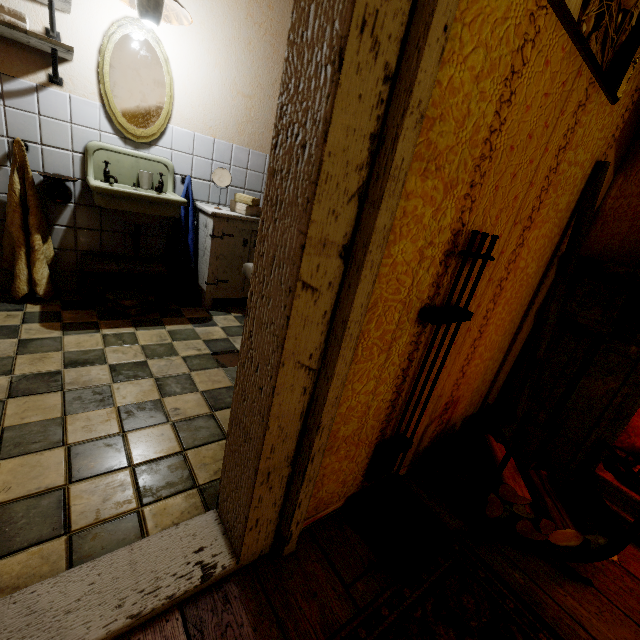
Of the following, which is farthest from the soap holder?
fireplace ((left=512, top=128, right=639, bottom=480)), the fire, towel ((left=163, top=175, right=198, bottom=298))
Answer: the fire

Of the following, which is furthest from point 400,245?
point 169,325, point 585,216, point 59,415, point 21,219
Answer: point 21,219

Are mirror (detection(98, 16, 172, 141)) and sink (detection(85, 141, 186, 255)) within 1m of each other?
yes

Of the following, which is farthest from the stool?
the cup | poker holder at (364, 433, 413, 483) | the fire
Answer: the fire

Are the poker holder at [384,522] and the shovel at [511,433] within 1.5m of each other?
yes

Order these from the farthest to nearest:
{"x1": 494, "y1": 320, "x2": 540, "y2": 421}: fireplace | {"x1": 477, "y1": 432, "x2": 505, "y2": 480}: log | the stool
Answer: the stool, {"x1": 494, "y1": 320, "x2": 540, "y2": 421}: fireplace, {"x1": 477, "y1": 432, "x2": 505, "y2": 480}: log

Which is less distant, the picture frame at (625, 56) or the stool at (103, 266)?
the picture frame at (625, 56)

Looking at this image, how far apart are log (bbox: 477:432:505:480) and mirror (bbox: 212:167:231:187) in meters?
2.6
